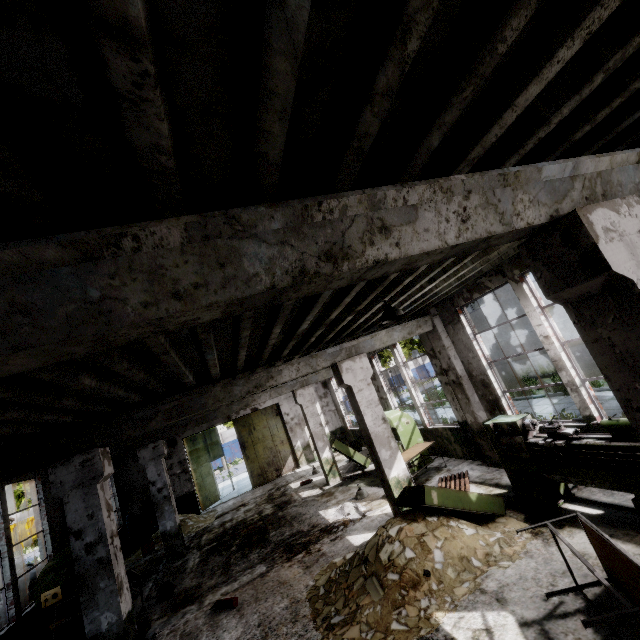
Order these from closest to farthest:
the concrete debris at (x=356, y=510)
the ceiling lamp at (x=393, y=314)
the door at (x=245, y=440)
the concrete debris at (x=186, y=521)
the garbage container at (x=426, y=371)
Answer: the ceiling lamp at (x=393, y=314) < the concrete debris at (x=356, y=510) < the concrete debris at (x=186, y=521) < the door at (x=245, y=440) < the garbage container at (x=426, y=371)

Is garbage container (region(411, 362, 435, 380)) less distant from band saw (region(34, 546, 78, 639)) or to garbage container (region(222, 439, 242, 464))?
garbage container (region(222, 439, 242, 464))

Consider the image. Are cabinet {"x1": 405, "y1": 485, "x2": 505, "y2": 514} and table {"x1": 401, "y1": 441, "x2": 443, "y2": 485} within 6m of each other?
yes

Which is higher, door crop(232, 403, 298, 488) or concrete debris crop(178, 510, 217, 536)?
door crop(232, 403, 298, 488)

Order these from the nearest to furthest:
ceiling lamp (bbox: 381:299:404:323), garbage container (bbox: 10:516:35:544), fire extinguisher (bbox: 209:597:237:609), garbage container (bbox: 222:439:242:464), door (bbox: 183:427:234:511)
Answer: ceiling lamp (bbox: 381:299:404:323) → fire extinguisher (bbox: 209:597:237:609) → door (bbox: 183:427:234:511) → garbage container (bbox: 10:516:35:544) → garbage container (bbox: 222:439:242:464)

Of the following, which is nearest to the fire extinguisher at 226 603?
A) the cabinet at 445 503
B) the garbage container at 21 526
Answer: the cabinet at 445 503

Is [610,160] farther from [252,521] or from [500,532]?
[252,521]

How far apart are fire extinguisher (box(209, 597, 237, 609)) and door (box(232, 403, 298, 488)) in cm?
1133
